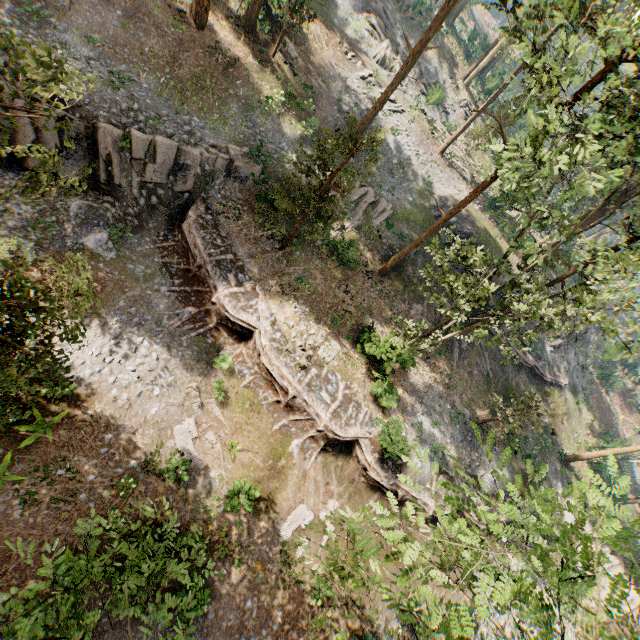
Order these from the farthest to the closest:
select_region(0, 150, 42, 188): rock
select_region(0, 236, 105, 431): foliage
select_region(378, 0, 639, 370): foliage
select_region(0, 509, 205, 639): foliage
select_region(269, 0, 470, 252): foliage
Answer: select_region(269, 0, 470, 252): foliage
select_region(0, 150, 42, 188): rock
select_region(378, 0, 639, 370): foliage
select_region(0, 236, 105, 431): foliage
select_region(0, 509, 205, 639): foliage

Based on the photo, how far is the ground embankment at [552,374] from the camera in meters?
31.0

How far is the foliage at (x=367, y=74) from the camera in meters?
32.6

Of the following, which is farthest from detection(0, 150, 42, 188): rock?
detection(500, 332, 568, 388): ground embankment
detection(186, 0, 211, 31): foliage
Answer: detection(500, 332, 568, 388): ground embankment

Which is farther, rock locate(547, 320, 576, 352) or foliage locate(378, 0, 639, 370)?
rock locate(547, 320, 576, 352)

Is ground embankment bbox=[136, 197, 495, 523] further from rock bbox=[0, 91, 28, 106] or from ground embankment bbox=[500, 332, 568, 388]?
ground embankment bbox=[500, 332, 568, 388]

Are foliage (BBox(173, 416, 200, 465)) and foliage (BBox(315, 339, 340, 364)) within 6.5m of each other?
no

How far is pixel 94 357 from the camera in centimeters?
1423cm
